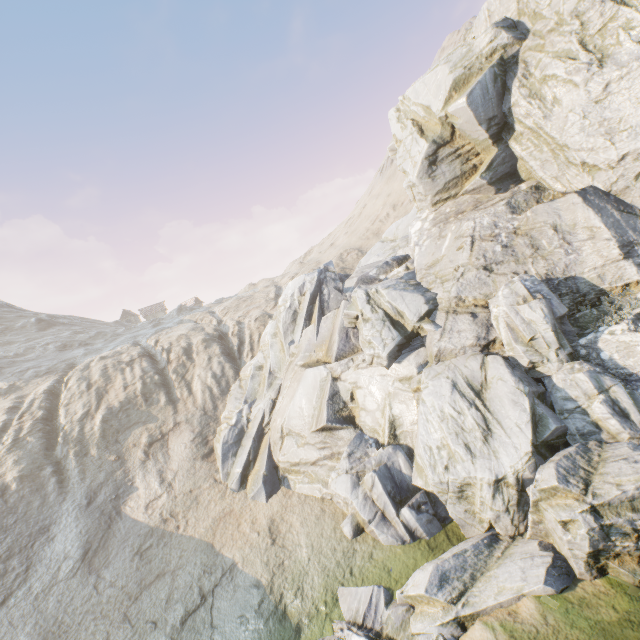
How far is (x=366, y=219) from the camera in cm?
5603
